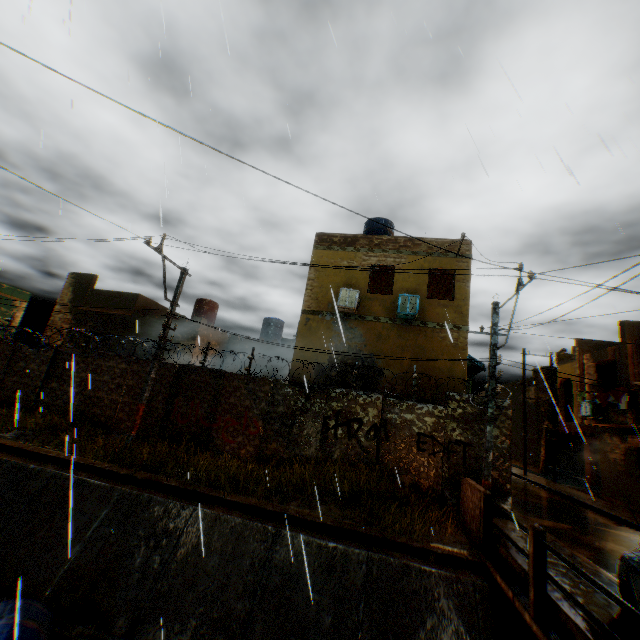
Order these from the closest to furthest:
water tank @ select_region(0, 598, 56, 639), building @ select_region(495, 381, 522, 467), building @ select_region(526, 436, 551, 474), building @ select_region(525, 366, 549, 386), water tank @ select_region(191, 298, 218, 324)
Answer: water tank @ select_region(0, 598, 56, 639) → water tank @ select_region(191, 298, 218, 324) → building @ select_region(526, 436, 551, 474) → building @ select_region(525, 366, 549, 386) → building @ select_region(495, 381, 522, 467)

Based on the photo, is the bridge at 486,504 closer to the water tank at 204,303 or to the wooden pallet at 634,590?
the wooden pallet at 634,590

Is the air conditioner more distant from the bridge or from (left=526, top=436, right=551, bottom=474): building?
the bridge

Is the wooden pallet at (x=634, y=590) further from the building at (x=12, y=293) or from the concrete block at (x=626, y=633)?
the building at (x=12, y=293)

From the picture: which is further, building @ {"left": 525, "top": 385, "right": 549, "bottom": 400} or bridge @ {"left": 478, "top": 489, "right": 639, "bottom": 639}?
building @ {"left": 525, "top": 385, "right": 549, "bottom": 400}

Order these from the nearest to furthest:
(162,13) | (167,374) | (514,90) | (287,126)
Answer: (162,13), (514,90), (287,126), (167,374)

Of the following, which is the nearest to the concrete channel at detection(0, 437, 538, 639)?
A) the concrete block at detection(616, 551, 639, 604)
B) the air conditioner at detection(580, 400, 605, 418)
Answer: the concrete block at detection(616, 551, 639, 604)

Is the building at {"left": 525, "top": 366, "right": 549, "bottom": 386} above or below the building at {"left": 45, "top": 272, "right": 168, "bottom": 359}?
above
